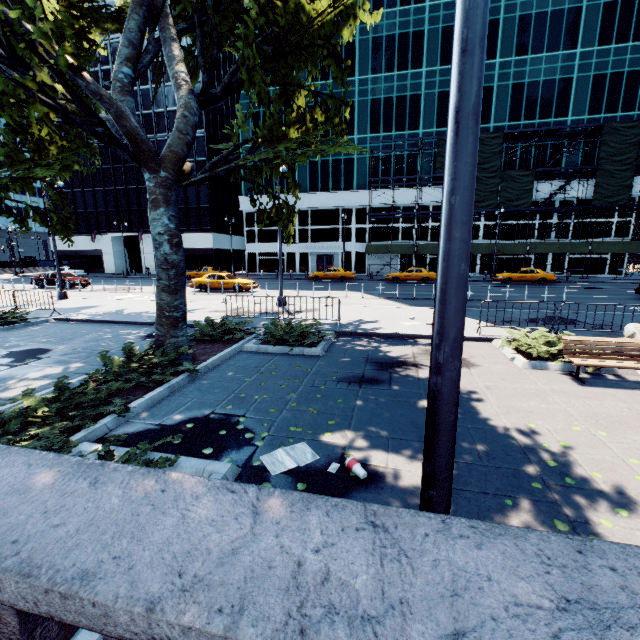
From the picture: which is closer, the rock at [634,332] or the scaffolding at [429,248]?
the rock at [634,332]

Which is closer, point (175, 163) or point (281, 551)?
point (281, 551)

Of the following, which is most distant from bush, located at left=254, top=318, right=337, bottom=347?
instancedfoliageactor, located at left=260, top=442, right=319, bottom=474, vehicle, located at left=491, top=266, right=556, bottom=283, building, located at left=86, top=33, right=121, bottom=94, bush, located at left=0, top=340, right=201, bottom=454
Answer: building, located at left=86, top=33, right=121, bottom=94

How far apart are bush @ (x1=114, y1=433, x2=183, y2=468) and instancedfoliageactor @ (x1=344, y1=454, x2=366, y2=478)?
1.83m

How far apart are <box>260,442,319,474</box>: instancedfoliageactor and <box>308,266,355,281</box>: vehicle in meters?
30.9 m

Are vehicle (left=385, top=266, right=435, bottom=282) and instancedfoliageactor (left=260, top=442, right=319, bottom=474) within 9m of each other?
no

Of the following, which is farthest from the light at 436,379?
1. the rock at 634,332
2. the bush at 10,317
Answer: the bush at 10,317

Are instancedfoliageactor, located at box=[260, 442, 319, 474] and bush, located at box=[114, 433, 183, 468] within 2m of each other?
yes
